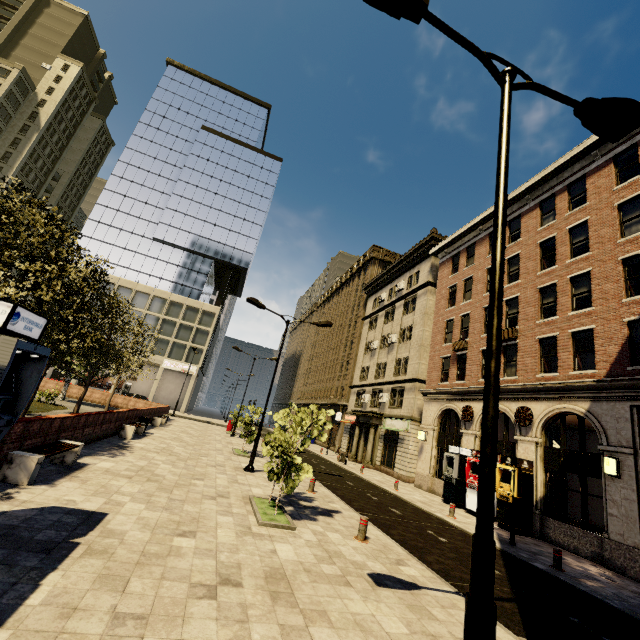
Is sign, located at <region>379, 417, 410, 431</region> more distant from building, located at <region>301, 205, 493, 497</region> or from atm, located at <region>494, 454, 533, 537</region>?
atm, located at <region>494, 454, 533, 537</region>

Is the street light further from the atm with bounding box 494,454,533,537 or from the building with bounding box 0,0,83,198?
the building with bounding box 0,0,83,198

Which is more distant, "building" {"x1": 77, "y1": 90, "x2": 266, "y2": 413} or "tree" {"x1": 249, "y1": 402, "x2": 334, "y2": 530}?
"building" {"x1": 77, "y1": 90, "x2": 266, "y2": 413}

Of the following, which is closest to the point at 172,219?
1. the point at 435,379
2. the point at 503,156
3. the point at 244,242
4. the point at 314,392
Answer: the point at 244,242

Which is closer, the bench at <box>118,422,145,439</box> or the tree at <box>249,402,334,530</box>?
the tree at <box>249,402,334,530</box>

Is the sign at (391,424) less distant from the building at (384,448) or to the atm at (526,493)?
the building at (384,448)

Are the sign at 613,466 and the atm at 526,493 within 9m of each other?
yes

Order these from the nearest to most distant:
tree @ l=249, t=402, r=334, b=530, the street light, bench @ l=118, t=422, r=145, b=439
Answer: the street light
tree @ l=249, t=402, r=334, b=530
bench @ l=118, t=422, r=145, b=439
